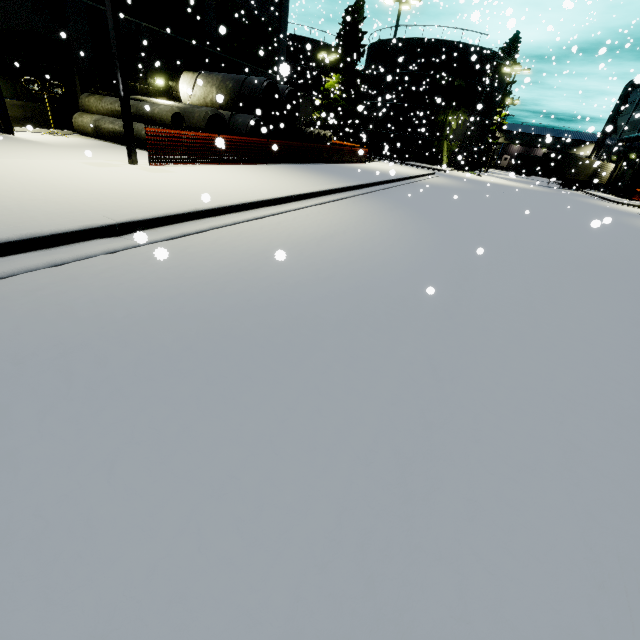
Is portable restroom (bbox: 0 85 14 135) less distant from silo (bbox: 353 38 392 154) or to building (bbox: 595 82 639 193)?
building (bbox: 595 82 639 193)

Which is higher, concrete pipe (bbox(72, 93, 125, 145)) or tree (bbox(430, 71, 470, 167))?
tree (bbox(430, 71, 470, 167))

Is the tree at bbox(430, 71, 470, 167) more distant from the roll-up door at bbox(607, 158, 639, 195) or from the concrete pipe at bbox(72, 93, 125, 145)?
the concrete pipe at bbox(72, 93, 125, 145)

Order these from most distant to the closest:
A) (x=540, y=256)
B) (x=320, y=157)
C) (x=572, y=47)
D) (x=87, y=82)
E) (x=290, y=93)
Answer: (x=290, y=93), (x=320, y=157), (x=87, y=82), (x=572, y=47), (x=540, y=256)

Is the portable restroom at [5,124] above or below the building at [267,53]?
below

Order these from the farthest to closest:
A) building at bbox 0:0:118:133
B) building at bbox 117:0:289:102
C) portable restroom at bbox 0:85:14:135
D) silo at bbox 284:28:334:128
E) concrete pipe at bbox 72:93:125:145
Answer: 1. silo at bbox 284:28:334:128
2. building at bbox 117:0:289:102
3. concrete pipe at bbox 72:93:125:145
4. building at bbox 0:0:118:133
5. portable restroom at bbox 0:85:14:135

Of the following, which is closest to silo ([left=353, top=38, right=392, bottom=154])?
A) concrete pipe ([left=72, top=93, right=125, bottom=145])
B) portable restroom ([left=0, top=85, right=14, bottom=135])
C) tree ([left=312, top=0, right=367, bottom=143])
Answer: tree ([left=312, top=0, right=367, bottom=143])

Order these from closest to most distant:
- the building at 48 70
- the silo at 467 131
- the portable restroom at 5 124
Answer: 1. the portable restroom at 5 124
2. the building at 48 70
3. the silo at 467 131
